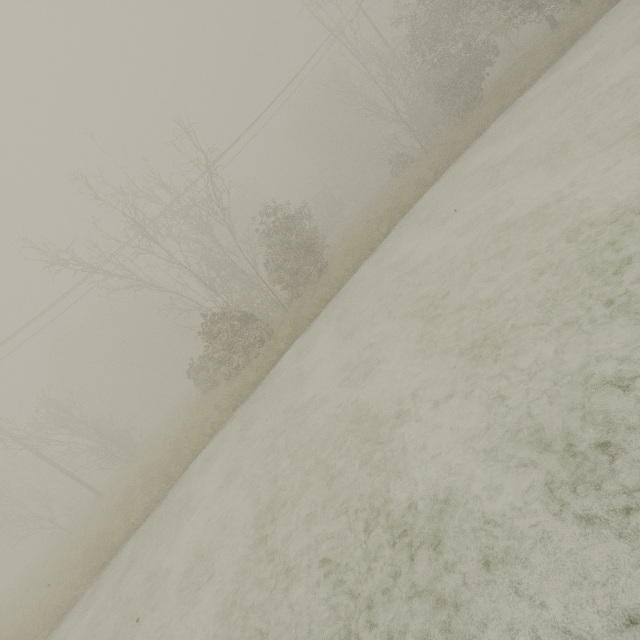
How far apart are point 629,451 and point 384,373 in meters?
4.6 m
